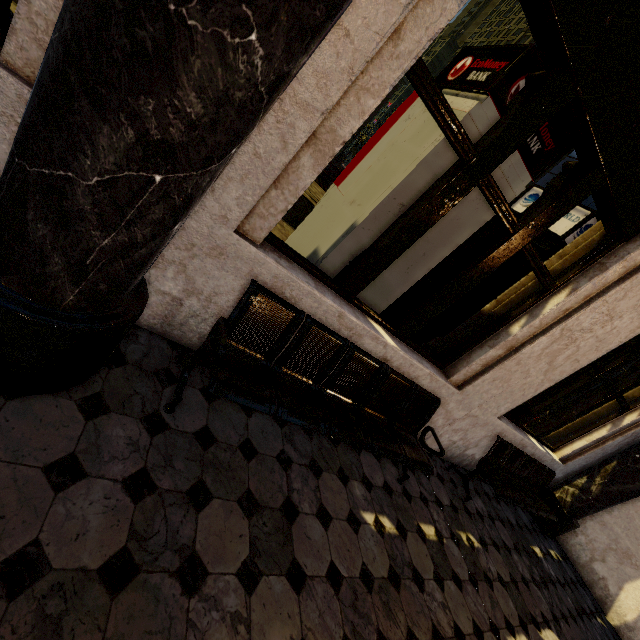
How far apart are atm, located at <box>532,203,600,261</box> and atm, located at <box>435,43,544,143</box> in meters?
0.8 m

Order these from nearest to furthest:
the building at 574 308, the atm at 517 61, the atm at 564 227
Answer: the building at 574 308, the atm at 517 61, the atm at 564 227

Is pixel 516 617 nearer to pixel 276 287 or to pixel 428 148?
pixel 276 287

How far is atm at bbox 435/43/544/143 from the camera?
2.4m

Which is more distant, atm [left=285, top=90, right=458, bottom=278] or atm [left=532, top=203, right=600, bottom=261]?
atm [left=532, top=203, right=600, bottom=261]

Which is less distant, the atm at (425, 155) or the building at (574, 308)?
the building at (574, 308)
